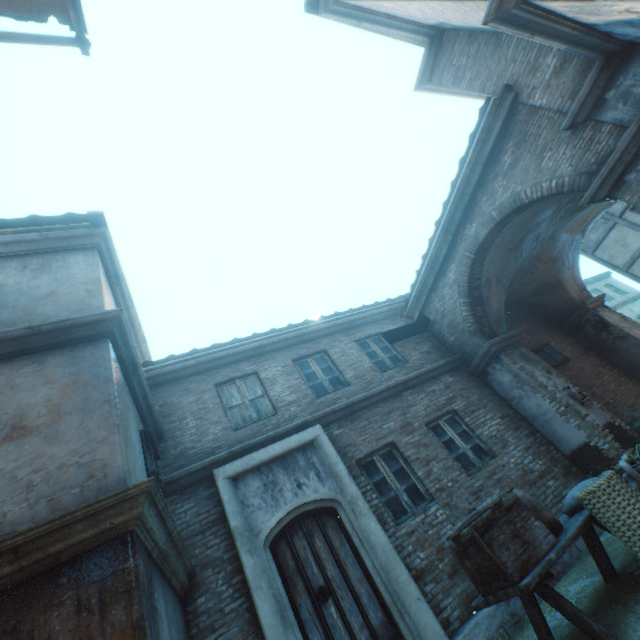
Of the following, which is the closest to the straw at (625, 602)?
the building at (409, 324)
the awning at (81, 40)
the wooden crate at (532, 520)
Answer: the building at (409, 324)

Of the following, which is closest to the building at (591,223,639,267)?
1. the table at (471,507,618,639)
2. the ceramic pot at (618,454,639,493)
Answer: the table at (471,507,618,639)

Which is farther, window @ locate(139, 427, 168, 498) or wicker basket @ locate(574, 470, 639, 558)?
window @ locate(139, 427, 168, 498)

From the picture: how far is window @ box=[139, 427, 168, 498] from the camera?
4.5 meters

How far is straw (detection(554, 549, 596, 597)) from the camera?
4.80m

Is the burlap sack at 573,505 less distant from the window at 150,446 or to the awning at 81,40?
the window at 150,446

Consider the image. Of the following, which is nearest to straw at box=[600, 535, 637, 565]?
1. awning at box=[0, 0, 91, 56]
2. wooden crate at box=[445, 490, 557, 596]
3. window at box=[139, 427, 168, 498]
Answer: wooden crate at box=[445, 490, 557, 596]

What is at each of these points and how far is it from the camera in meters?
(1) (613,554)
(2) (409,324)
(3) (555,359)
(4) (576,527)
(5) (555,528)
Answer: (1) straw, 4.7 m
(2) building, 10.2 m
(3) window, 9.9 m
(4) table, 3.5 m
(5) burlap sack, 3.6 m
